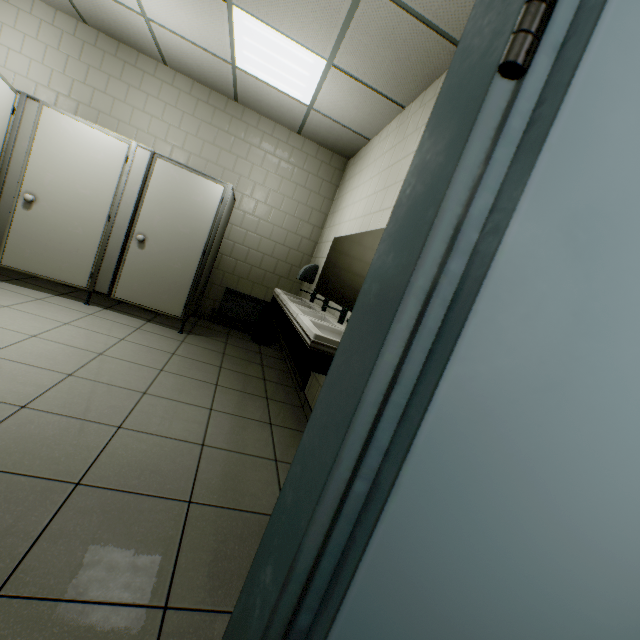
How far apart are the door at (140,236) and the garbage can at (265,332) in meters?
1.3 m

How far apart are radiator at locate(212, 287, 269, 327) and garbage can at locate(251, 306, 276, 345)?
0.16m

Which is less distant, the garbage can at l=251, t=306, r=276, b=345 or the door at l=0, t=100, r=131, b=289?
the door at l=0, t=100, r=131, b=289

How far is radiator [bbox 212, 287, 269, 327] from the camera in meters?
5.2

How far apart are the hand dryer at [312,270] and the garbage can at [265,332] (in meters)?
0.63

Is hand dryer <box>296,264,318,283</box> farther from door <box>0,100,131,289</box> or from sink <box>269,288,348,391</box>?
door <box>0,100,131,289</box>

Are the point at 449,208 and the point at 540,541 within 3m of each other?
yes

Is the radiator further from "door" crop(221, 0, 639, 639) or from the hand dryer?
"door" crop(221, 0, 639, 639)
